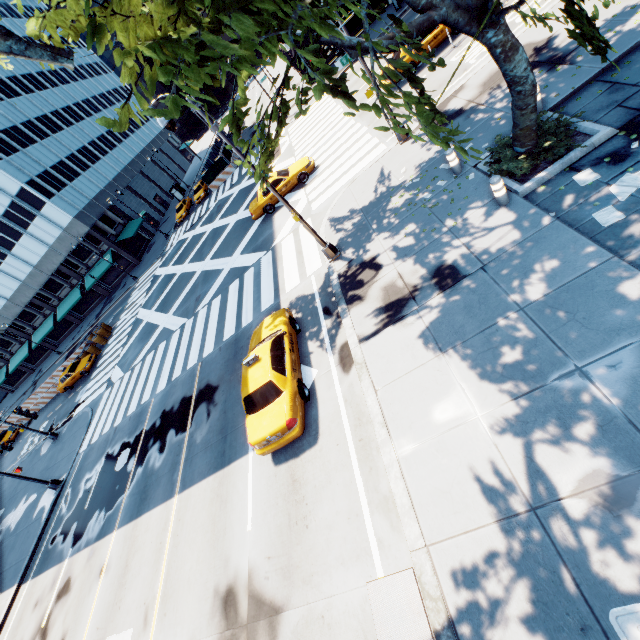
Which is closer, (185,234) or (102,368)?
(102,368)

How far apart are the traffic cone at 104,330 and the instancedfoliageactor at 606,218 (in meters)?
38.00

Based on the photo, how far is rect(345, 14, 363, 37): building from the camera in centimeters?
3228cm

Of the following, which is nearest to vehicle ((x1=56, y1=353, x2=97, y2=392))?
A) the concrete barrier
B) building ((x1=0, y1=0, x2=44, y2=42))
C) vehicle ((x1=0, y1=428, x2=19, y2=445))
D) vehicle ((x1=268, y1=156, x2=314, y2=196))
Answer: the concrete barrier

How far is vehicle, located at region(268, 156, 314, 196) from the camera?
19.59m

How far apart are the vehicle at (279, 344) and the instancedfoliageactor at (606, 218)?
8.1m

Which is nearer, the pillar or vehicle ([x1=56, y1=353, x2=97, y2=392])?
the pillar

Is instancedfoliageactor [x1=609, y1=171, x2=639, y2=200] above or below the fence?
below
